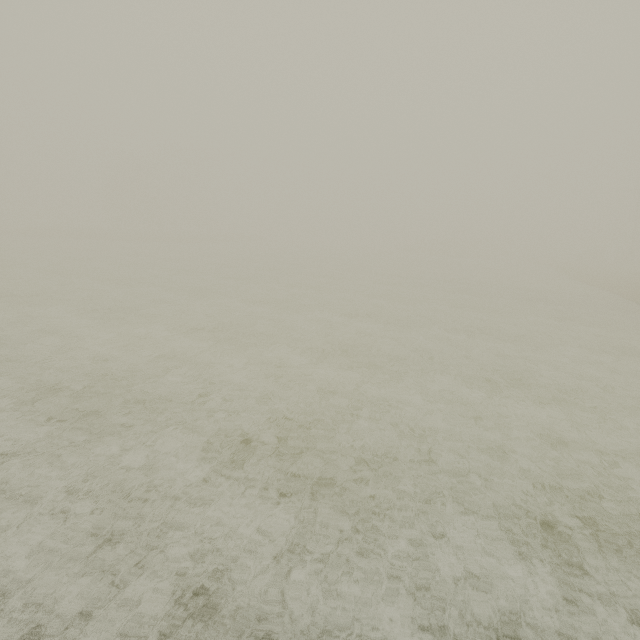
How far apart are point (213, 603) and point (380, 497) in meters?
2.9
